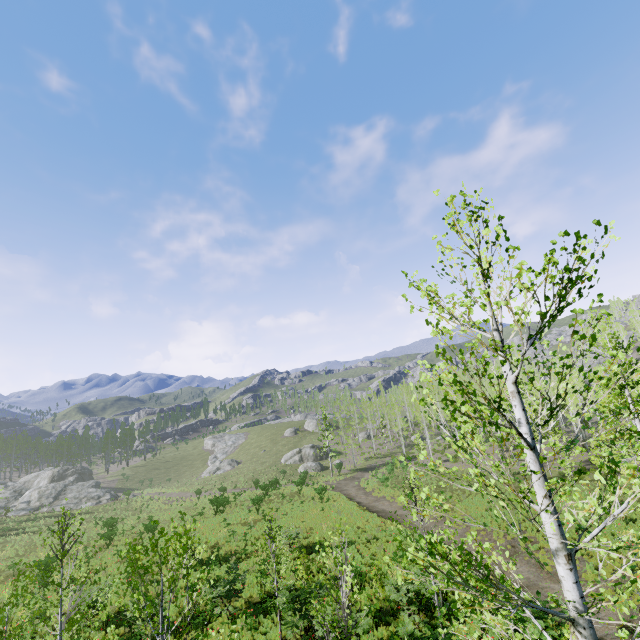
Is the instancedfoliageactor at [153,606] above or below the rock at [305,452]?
above

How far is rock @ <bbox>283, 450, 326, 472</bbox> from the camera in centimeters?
5362cm

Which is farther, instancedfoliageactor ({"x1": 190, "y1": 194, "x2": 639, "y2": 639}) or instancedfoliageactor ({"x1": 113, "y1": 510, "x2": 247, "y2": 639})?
instancedfoliageactor ({"x1": 113, "y1": 510, "x2": 247, "y2": 639})

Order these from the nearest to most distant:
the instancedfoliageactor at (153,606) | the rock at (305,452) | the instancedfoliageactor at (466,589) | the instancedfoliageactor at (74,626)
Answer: the instancedfoliageactor at (466,589), the instancedfoliageactor at (153,606), the instancedfoliageactor at (74,626), the rock at (305,452)

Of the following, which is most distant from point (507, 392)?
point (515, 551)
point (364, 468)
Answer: point (364, 468)

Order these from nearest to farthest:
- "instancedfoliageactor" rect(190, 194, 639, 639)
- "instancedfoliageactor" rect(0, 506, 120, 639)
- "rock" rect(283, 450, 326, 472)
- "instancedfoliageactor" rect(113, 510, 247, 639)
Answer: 1. "instancedfoliageactor" rect(190, 194, 639, 639)
2. "instancedfoliageactor" rect(113, 510, 247, 639)
3. "instancedfoliageactor" rect(0, 506, 120, 639)
4. "rock" rect(283, 450, 326, 472)

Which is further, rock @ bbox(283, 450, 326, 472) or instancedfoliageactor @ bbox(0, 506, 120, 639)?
rock @ bbox(283, 450, 326, 472)
